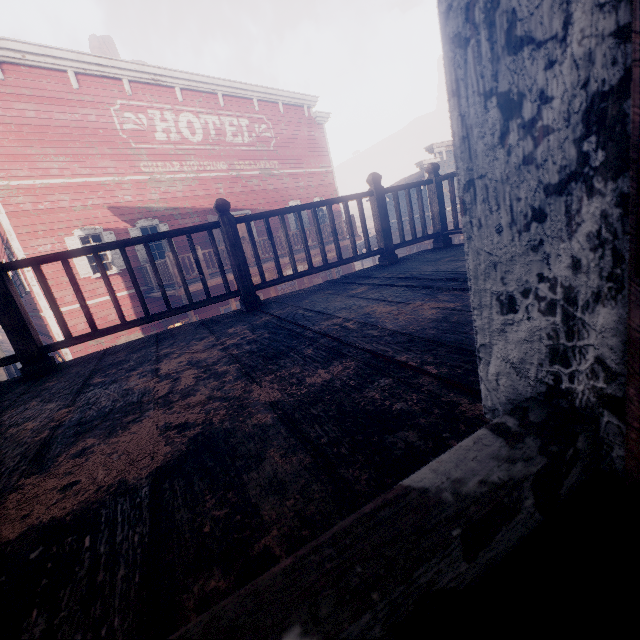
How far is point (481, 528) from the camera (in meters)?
0.40
